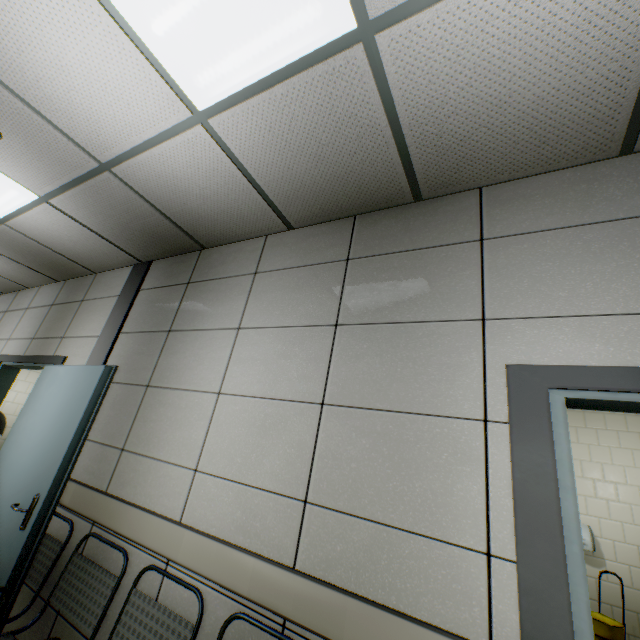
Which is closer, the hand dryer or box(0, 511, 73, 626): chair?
box(0, 511, 73, 626): chair

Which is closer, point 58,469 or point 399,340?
point 399,340

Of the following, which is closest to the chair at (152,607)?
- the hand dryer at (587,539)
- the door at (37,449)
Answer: the door at (37,449)

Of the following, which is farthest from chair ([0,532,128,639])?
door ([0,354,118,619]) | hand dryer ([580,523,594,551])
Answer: hand dryer ([580,523,594,551])

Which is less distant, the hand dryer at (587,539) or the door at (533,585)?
the door at (533,585)

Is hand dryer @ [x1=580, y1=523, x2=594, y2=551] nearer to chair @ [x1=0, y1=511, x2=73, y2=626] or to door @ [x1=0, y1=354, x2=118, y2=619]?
chair @ [x1=0, y1=511, x2=73, y2=626]

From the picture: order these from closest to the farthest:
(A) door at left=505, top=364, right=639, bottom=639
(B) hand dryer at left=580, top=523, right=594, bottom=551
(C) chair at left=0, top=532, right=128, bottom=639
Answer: (A) door at left=505, top=364, right=639, bottom=639
(C) chair at left=0, top=532, right=128, bottom=639
(B) hand dryer at left=580, top=523, right=594, bottom=551

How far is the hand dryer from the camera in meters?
4.3
